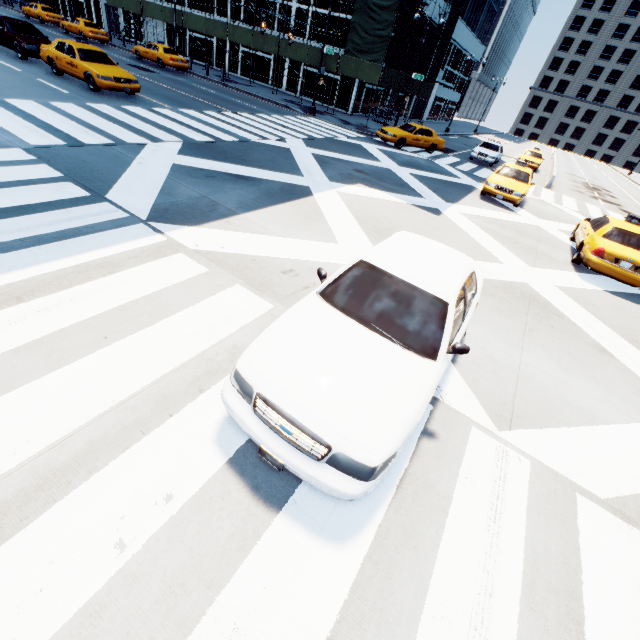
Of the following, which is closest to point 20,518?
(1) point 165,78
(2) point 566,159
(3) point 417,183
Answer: (3) point 417,183

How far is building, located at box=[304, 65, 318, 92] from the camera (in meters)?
30.11

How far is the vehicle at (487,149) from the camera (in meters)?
24.12

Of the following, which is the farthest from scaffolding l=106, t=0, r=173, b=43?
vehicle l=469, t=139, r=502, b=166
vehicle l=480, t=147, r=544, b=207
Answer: vehicle l=480, t=147, r=544, b=207

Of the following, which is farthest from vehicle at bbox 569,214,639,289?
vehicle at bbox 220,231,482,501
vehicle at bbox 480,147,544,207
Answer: vehicle at bbox 220,231,482,501

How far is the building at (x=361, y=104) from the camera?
29.72m

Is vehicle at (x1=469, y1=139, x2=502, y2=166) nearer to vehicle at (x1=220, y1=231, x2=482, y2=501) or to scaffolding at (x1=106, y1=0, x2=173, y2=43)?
scaffolding at (x1=106, y1=0, x2=173, y2=43)

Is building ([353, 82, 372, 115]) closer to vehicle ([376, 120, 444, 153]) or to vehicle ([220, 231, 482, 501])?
vehicle ([376, 120, 444, 153])
